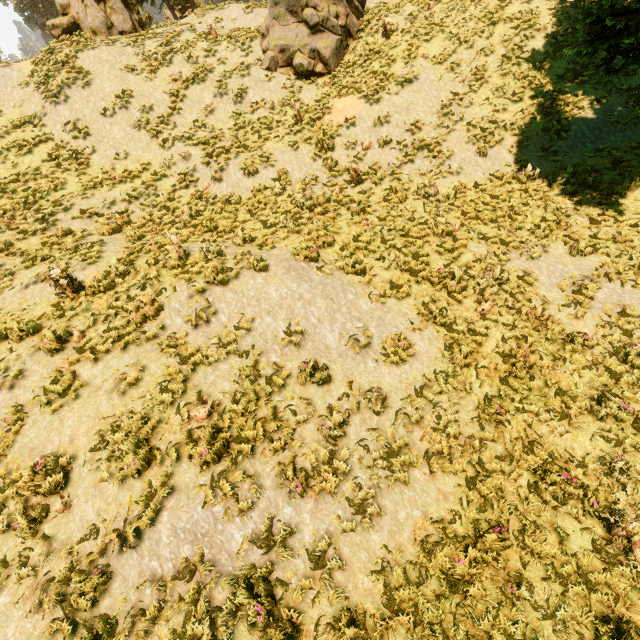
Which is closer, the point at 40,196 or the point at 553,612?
the point at 553,612

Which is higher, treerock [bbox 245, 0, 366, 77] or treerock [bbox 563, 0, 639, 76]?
treerock [bbox 245, 0, 366, 77]

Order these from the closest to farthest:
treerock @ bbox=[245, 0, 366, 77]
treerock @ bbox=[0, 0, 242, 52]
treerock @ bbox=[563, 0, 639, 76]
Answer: treerock @ bbox=[563, 0, 639, 76] → treerock @ bbox=[245, 0, 366, 77] → treerock @ bbox=[0, 0, 242, 52]

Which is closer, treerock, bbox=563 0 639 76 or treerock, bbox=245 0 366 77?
treerock, bbox=563 0 639 76

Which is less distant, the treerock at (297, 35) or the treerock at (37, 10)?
the treerock at (297, 35)

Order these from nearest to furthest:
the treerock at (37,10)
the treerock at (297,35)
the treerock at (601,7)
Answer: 1. the treerock at (601,7)
2. the treerock at (297,35)
3. the treerock at (37,10)
